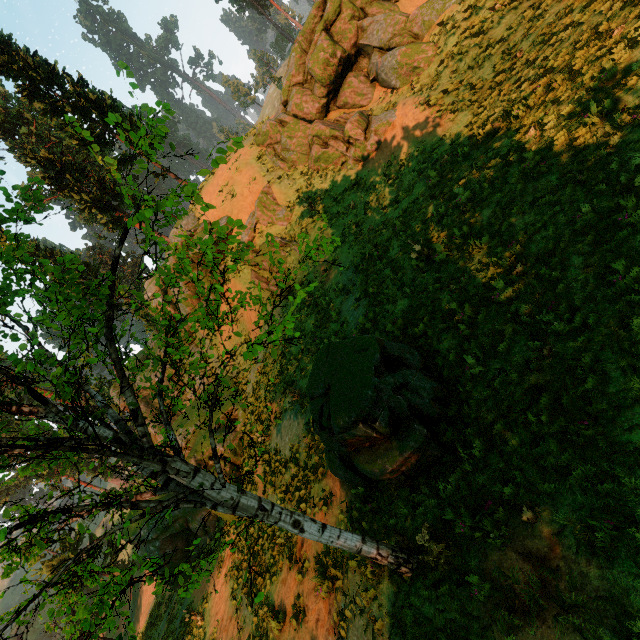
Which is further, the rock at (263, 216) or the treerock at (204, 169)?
the rock at (263, 216)

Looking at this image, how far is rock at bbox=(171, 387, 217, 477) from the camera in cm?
1761

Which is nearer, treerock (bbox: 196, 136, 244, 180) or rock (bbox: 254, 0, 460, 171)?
treerock (bbox: 196, 136, 244, 180)

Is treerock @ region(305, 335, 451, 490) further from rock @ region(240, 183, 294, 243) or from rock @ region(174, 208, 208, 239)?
rock @ region(240, 183, 294, 243)

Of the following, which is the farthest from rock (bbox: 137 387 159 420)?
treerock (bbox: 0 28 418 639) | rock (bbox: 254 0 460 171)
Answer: rock (bbox: 254 0 460 171)

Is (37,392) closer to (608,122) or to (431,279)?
(431,279)

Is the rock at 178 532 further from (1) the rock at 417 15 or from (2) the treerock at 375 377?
(1) the rock at 417 15

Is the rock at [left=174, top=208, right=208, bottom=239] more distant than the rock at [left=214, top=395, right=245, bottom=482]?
Yes
